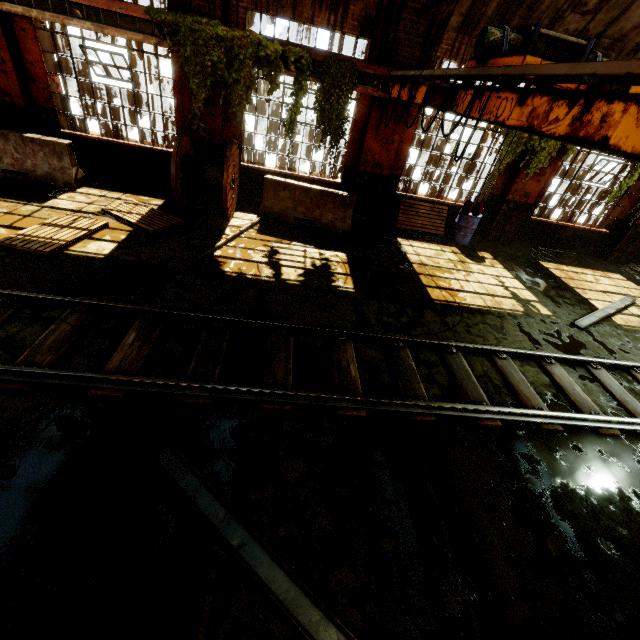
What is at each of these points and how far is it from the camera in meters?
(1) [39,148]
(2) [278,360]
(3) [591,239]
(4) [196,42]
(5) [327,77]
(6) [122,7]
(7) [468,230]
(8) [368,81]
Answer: (1) concrete barricade, 8.0 m
(2) rail track, 4.7 m
(3) building, 11.9 m
(4) vine, 7.4 m
(5) vine, 8.0 m
(6) crane rail, 7.2 m
(7) barrel, 10.3 m
(8) beam, 8.2 m

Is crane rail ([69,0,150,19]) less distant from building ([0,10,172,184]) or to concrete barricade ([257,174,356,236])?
building ([0,10,172,184])

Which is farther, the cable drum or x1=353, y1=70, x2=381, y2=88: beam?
x1=353, y1=70, x2=381, y2=88: beam

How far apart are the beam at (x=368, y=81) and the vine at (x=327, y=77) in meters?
0.0 m

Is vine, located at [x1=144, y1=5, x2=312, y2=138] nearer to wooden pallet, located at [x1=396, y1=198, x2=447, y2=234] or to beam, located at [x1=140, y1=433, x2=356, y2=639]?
wooden pallet, located at [x1=396, y1=198, x2=447, y2=234]

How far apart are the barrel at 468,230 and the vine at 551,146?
0.7m

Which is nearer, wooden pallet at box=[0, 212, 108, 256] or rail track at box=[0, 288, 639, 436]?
rail track at box=[0, 288, 639, 436]

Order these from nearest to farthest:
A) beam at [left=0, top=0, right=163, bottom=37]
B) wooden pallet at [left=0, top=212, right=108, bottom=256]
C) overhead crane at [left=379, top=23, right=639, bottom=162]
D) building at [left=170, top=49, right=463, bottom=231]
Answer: overhead crane at [left=379, top=23, right=639, bottom=162], wooden pallet at [left=0, top=212, right=108, bottom=256], beam at [left=0, top=0, right=163, bottom=37], building at [left=170, top=49, right=463, bottom=231]
